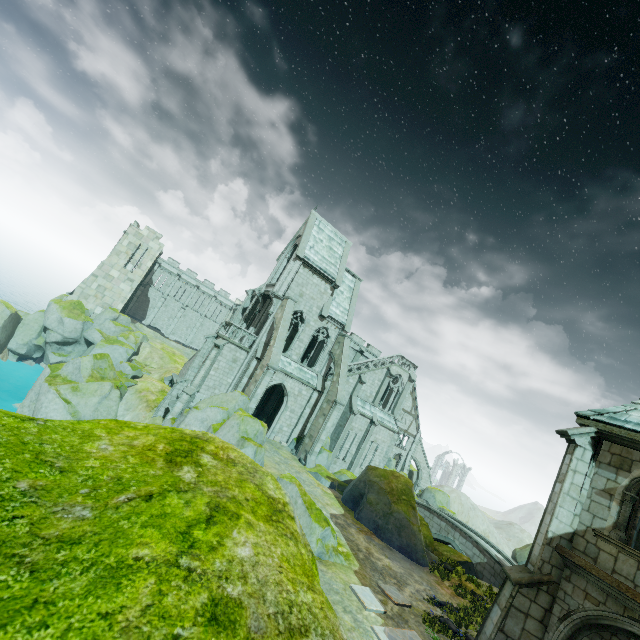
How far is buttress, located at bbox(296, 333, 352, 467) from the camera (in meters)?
26.34

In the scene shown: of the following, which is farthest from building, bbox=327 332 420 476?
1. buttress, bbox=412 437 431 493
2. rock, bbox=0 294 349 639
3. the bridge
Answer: rock, bbox=0 294 349 639

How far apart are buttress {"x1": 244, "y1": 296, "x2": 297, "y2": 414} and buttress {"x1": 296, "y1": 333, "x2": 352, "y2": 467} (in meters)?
5.88

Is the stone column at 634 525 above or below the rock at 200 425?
above

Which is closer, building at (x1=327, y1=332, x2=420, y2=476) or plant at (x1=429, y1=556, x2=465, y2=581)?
plant at (x1=429, y1=556, x2=465, y2=581)

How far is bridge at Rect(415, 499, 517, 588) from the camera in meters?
26.8 m

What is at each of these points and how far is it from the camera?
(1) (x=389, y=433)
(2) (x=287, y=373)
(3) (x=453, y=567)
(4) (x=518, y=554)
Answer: (1) building, 35.9m
(2) building, 29.0m
(3) plant, 18.6m
(4) rock, 31.3m

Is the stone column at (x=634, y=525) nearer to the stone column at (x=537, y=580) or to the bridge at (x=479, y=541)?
the stone column at (x=537, y=580)
